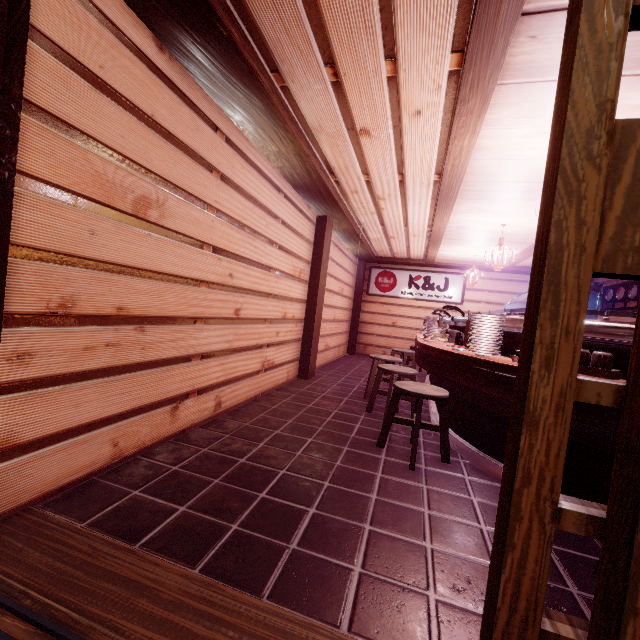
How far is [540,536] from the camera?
1.2m

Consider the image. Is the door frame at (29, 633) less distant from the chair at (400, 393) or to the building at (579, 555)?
the building at (579, 555)

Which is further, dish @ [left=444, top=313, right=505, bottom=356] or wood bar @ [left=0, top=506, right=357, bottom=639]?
dish @ [left=444, top=313, right=505, bottom=356]

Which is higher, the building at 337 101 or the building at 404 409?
the building at 337 101

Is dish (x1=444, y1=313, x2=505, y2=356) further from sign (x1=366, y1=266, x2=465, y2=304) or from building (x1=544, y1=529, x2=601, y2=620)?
sign (x1=366, y1=266, x2=465, y2=304)

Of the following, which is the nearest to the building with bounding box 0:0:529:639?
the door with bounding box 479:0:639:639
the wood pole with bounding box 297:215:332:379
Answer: the wood pole with bounding box 297:215:332:379

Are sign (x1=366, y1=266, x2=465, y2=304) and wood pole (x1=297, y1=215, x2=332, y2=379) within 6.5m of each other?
no

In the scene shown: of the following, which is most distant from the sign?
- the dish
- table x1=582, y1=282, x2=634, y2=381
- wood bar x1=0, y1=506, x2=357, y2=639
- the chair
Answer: wood bar x1=0, y1=506, x2=357, y2=639
